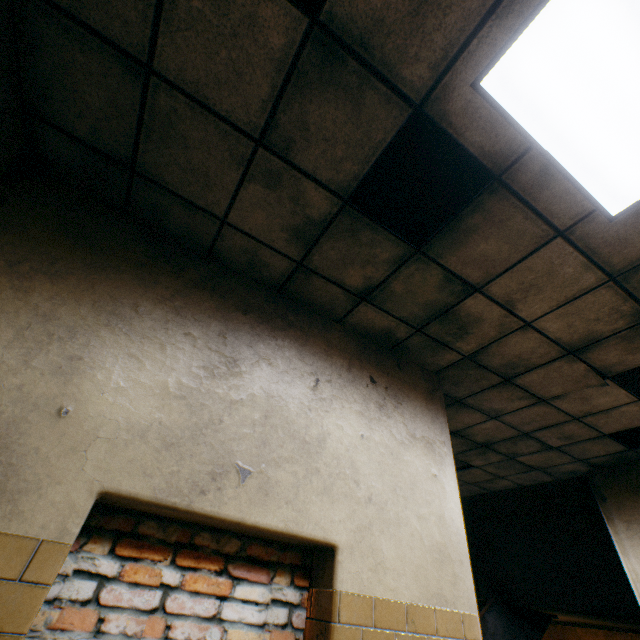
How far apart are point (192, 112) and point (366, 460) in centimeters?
265cm

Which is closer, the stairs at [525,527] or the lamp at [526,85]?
the lamp at [526,85]

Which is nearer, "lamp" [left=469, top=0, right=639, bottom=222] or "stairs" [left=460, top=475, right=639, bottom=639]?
"lamp" [left=469, top=0, right=639, bottom=222]

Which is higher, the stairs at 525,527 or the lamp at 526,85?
the lamp at 526,85

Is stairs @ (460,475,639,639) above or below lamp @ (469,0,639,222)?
below
